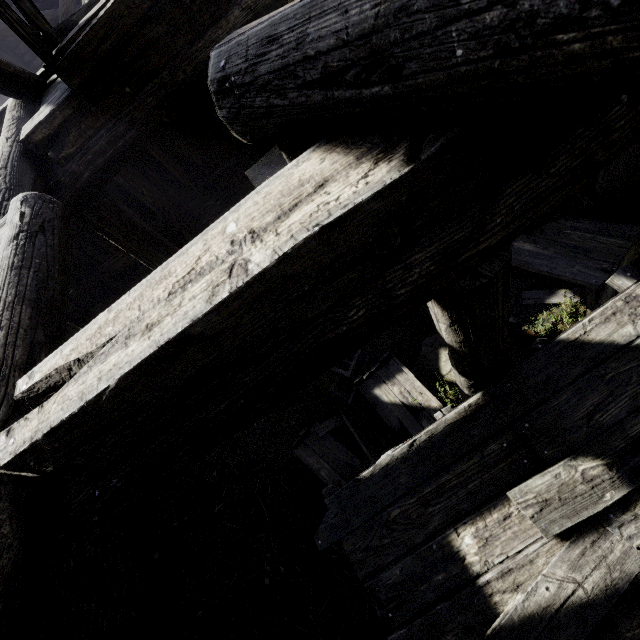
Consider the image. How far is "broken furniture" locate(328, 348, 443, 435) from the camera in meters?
5.6

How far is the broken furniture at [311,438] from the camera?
5.9m

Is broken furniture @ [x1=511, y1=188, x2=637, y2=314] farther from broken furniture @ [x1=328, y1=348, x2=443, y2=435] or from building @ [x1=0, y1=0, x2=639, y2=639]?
broken furniture @ [x1=328, y1=348, x2=443, y2=435]

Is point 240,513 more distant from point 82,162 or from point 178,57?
point 178,57

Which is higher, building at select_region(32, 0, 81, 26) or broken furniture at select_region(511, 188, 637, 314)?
building at select_region(32, 0, 81, 26)

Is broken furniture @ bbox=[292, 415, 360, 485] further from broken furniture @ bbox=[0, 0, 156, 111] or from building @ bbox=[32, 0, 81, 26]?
broken furniture @ bbox=[0, 0, 156, 111]
